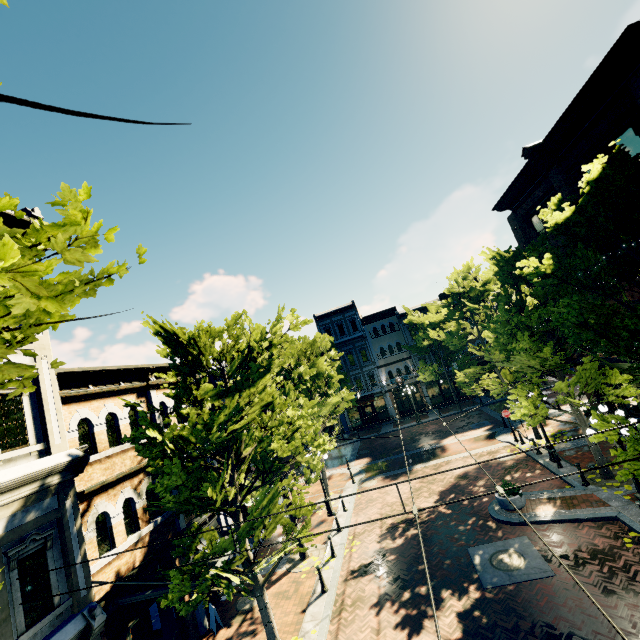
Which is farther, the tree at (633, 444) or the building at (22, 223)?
the building at (22, 223)

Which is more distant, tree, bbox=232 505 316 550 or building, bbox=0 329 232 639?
tree, bbox=232 505 316 550

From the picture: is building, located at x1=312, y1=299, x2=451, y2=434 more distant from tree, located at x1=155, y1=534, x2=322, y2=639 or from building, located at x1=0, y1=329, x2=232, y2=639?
building, located at x1=0, y1=329, x2=232, y2=639

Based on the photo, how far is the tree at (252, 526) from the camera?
8.36m

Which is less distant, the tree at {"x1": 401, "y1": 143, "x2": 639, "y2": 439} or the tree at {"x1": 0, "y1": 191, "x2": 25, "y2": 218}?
the tree at {"x1": 0, "y1": 191, "x2": 25, "y2": 218}

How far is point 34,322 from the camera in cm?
282

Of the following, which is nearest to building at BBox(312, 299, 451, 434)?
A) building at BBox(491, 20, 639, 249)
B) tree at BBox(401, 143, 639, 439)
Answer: tree at BBox(401, 143, 639, 439)
